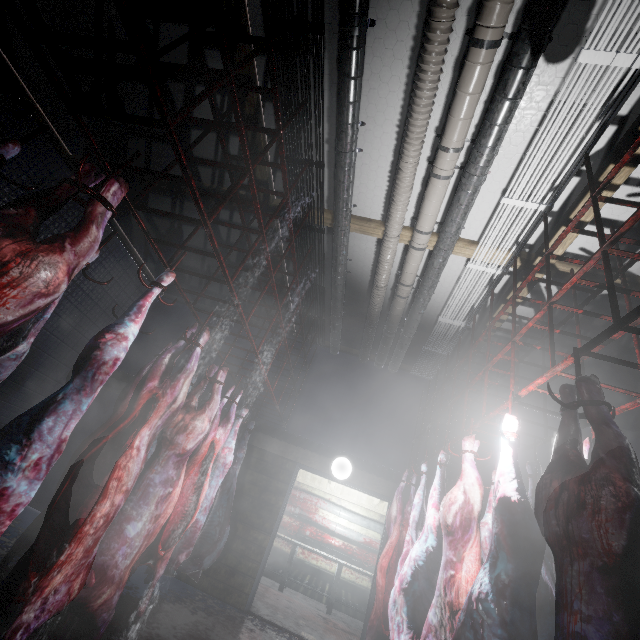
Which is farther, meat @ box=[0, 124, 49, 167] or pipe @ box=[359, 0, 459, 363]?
pipe @ box=[359, 0, 459, 363]

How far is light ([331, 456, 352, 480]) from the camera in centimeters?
479cm

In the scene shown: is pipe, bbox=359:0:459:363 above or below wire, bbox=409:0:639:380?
below

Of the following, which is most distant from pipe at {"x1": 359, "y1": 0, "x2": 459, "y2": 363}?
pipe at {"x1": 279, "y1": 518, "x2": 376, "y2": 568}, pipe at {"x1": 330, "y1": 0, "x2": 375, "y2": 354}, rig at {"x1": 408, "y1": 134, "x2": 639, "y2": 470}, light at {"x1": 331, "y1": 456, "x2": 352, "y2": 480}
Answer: pipe at {"x1": 279, "y1": 518, "x2": 376, "y2": 568}

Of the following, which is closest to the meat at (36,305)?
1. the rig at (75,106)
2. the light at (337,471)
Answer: the rig at (75,106)

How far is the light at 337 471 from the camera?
4.8m

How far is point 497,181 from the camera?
2.95m

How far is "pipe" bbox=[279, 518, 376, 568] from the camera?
7.03m
